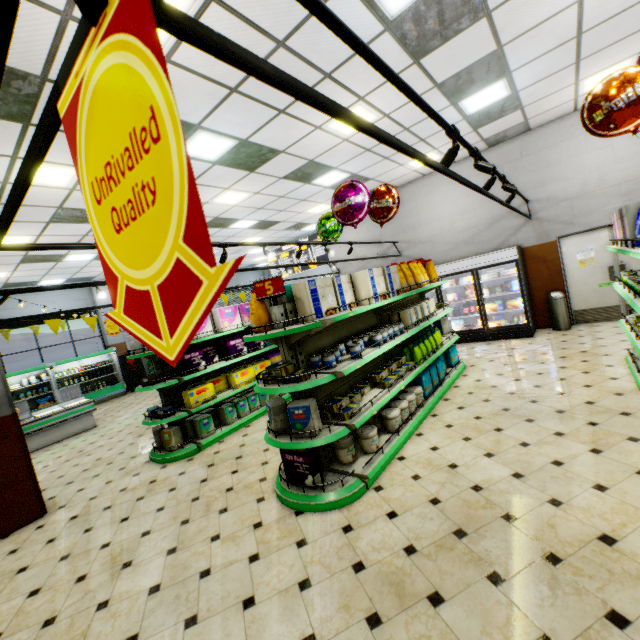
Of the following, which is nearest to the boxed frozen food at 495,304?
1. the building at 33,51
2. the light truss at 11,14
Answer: the building at 33,51

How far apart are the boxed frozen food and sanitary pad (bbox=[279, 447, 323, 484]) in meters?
7.0 m

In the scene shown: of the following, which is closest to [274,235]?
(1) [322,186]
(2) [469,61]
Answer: (1) [322,186]

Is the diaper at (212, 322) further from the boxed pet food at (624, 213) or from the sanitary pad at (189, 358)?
the boxed pet food at (624, 213)

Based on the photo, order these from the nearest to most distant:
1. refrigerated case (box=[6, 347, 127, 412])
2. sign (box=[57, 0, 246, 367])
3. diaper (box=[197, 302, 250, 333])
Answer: sign (box=[57, 0, 246, 367]) → diaper (box=[197, 302, 250, 333]) → refrigerated case (box=[6, 347, 127, 412])

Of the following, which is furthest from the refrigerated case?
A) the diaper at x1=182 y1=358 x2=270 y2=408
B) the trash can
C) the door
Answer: the door

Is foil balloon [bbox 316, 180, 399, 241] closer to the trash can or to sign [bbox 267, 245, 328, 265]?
the trash can

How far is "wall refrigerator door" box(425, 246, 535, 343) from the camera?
7.97m
